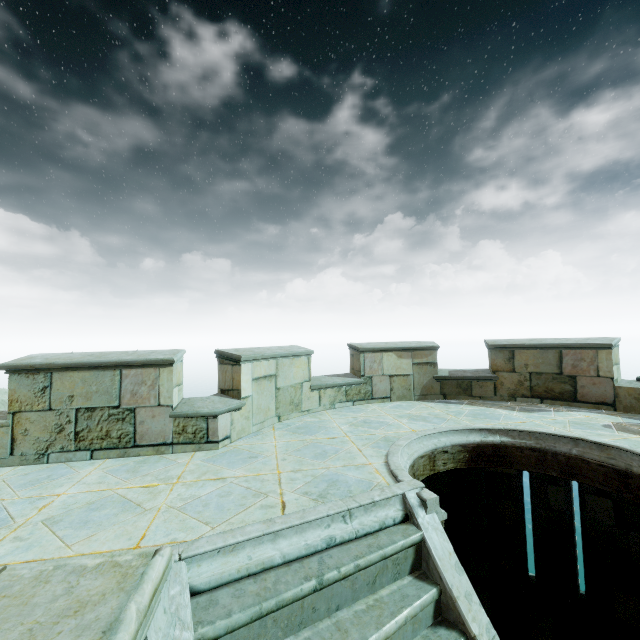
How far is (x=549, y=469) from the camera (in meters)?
5.18
